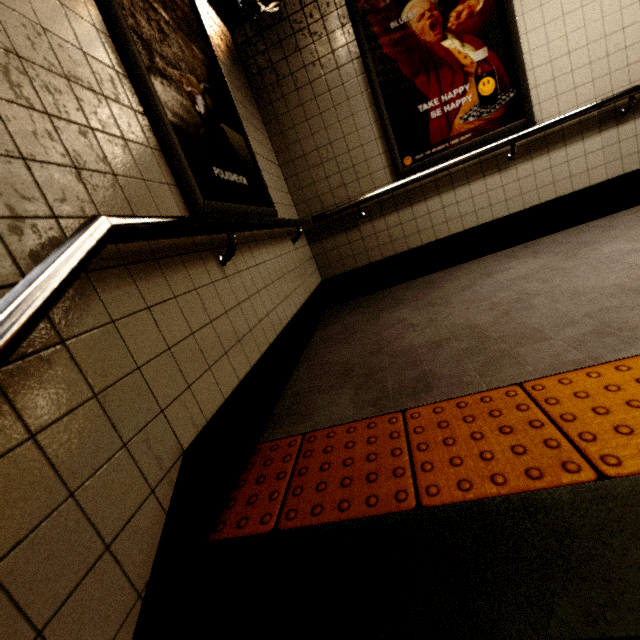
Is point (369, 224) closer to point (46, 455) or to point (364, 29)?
point (364, 29)

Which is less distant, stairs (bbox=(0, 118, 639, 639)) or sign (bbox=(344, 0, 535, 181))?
stairs (bbox=(0, 118, 639, 639))

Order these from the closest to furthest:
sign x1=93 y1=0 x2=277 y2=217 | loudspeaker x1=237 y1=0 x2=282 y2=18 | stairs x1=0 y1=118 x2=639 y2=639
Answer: stairs x1=0 y1=118 x2=639 y2=639
sign x1=93 y1=0 x2=277 y2=217
loudspeaker x1=237 y1=0 x2=282 y2=18

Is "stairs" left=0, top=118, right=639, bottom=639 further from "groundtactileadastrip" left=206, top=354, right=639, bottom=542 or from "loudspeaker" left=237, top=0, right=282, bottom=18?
"loudspeaker" left=237, top=0, right=282, bottom=18

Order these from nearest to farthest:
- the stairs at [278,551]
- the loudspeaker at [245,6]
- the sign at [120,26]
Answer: the stairs at [278,551]
the sign at [120,26]
the loudspeaker at [245,6]

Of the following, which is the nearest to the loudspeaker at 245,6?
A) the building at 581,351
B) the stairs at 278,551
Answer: the building at 581,351

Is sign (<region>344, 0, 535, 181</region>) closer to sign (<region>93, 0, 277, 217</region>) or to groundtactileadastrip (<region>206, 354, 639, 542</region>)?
sign (<region>93, 0, 277, 217</region>)
